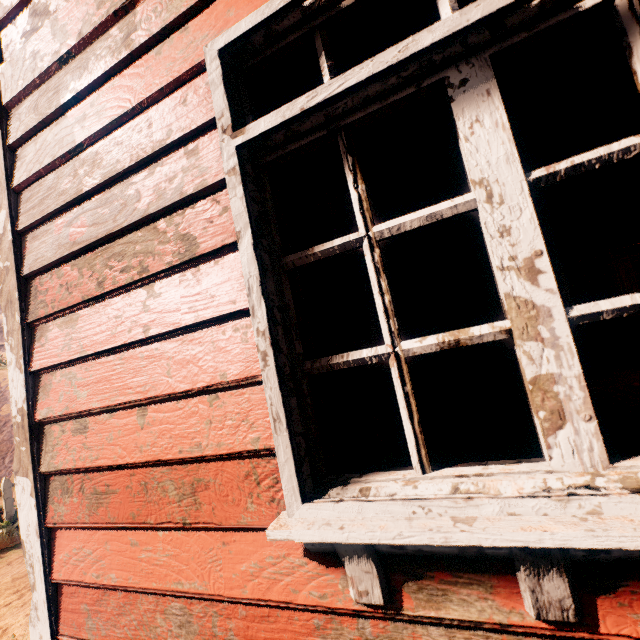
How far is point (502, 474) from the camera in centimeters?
75cm

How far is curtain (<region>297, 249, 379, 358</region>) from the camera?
1.0m

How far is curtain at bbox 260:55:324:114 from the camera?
1.1 meters

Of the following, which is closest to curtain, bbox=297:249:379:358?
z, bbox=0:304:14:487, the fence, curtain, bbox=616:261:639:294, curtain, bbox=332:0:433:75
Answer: curtain, bbox=332:0:433:75

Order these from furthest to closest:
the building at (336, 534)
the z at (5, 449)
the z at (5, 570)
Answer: the z at (5, 449), the z at (5, 570), the building at (336, 534)

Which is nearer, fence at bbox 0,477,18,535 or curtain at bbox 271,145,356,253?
curtain at bbox 271,145,356,253

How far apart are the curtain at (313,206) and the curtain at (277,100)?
0.2 meters
